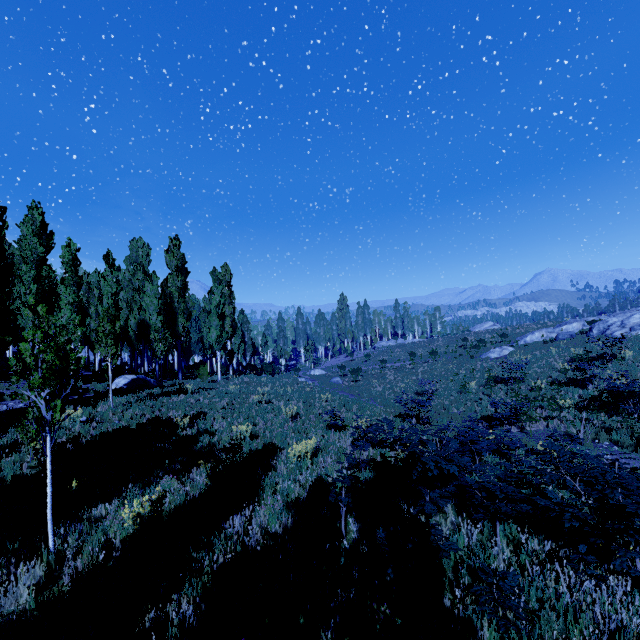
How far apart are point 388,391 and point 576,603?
27.51m

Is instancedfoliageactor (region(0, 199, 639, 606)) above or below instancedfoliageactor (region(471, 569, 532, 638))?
above

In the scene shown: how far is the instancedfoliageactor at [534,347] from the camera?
28.5 meters

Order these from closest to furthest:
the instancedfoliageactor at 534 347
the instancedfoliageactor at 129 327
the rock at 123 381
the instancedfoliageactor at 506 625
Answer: the instancedfoliageactor at 506 625 < the instancedfoliageactor at 129 327 < the rock at 123 381 < the instancedfoliageactor at 534 347

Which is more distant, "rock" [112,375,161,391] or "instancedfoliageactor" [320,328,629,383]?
"instancedfoliageactor" [320,328,629,383]

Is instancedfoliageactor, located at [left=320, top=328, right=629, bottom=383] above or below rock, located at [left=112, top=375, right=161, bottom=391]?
below

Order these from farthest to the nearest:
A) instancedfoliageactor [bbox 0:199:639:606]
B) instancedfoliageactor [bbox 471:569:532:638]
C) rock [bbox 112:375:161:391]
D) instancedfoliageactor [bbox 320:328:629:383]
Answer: instancedfoliageactor [bbox 320:328:629:383]
rock [bbox 112:375:161:391]
instancedfoliageactor [bbox 0:199:639:606]
instancedfoliageactor [bbox 471:569:532:638]
